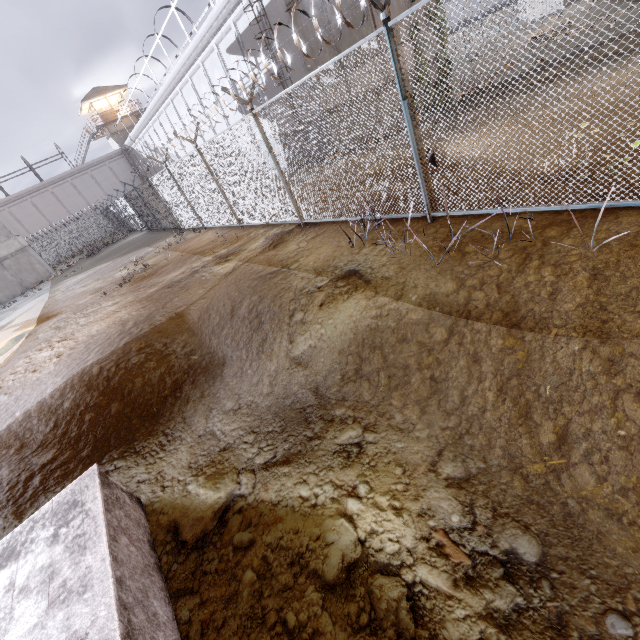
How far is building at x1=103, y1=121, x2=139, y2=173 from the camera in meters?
41.9

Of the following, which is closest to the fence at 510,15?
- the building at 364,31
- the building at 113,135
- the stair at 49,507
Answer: the stair at 49,507

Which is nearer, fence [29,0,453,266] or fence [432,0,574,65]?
fence [432,0,574,65]

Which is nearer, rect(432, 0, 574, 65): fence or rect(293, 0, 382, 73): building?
rect(432, 0, 574, 65): fence

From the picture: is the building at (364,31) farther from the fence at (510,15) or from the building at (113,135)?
the building at (113,135)

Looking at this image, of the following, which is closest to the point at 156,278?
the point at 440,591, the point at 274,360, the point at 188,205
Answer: the point at 188,205

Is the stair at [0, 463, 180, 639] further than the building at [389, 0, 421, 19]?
No

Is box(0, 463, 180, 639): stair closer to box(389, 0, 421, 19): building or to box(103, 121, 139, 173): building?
box(389, 0, 421, 19): building
